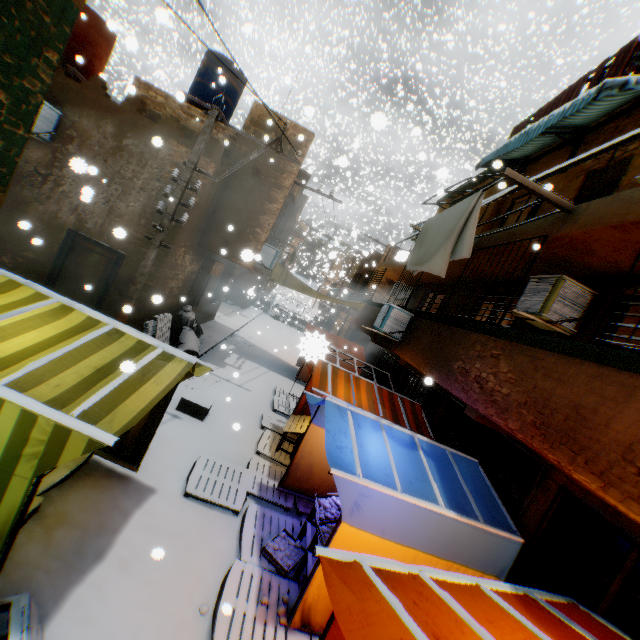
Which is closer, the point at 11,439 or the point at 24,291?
the point at 11,439

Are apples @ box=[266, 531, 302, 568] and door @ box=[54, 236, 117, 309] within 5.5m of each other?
no

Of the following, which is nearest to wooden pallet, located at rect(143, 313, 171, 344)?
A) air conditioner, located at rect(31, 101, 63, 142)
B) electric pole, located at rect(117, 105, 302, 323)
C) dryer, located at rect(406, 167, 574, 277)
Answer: electric pole, located at rect(117, 105, 302, 323)

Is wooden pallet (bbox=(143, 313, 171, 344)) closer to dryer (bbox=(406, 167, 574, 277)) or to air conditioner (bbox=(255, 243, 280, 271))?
air conditioner (bbox=(255, 243, 280, 271))

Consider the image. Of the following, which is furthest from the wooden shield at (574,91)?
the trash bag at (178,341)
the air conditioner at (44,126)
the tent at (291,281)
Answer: the air conditioner at (44,126)

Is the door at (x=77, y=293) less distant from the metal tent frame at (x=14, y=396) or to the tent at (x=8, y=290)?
the tent at (x=8, y=290)

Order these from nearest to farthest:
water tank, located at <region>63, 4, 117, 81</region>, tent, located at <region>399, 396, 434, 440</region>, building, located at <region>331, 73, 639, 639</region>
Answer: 1. building, located at <region>331, 73, 639, 639</region>
2. tent, located at <region>399, 396, 434, 440</region>
3. water tank, located at <region>63, 4, 117, 81</region>

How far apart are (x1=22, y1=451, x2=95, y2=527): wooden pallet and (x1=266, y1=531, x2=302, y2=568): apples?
3.0 meters
